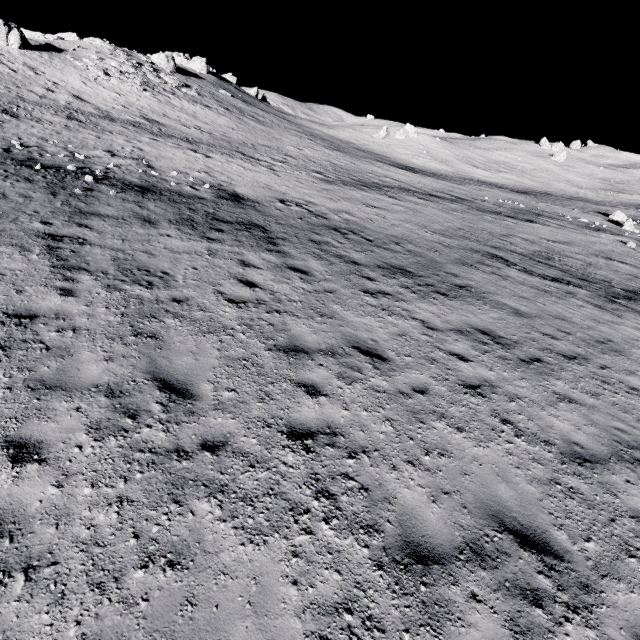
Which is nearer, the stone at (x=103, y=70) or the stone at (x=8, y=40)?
the stone at (x=8, y=40)

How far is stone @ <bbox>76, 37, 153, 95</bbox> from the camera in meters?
34.0 m

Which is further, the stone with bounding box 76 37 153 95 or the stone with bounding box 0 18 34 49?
the stone with bounding box 76 37 153 95

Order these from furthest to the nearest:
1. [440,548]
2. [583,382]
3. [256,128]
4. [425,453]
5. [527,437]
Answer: [256,128]
[583,382]
[527,437]
[425,453]
[440,548]

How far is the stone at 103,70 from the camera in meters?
34.0

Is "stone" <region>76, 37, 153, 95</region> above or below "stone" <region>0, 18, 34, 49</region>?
below
